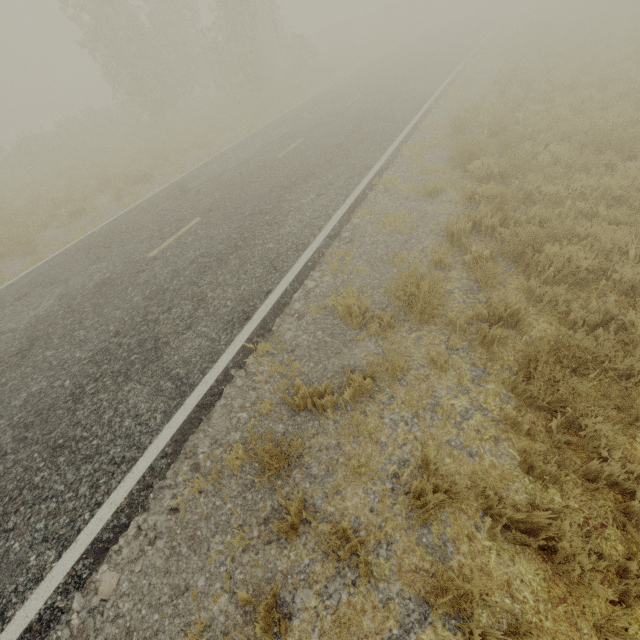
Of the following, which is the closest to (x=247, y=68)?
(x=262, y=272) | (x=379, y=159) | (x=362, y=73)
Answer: (x=362, y=73)
